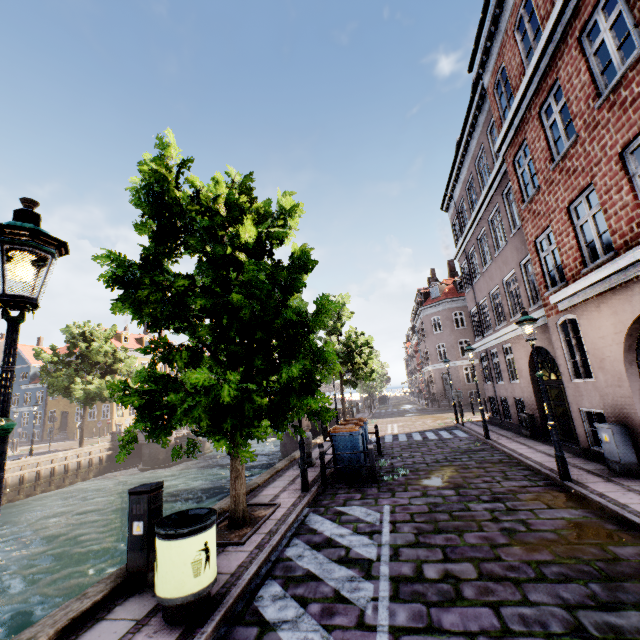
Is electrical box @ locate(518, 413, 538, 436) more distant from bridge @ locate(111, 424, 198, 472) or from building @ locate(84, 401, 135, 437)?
bridge @ locate(111, 424, 198, 472)

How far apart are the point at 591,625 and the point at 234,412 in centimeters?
467cm

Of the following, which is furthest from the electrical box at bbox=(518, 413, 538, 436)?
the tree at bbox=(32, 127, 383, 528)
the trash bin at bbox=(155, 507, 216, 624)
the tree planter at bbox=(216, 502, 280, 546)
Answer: the trash bin at bbox=(155, 507, 216, 624)

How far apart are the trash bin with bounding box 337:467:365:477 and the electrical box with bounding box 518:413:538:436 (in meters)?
7.45

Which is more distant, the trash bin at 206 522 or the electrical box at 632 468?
the electrical box at 632 468

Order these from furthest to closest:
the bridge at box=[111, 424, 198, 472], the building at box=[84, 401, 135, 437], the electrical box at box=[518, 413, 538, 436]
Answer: the building at box=[84, 401, 135, 437] < the bridge at box=[111, 424, 198, 472] < the electrical box at box=[518, 413, 538, 436]

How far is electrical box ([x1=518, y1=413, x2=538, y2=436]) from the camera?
12.62m

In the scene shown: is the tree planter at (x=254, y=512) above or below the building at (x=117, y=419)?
below
